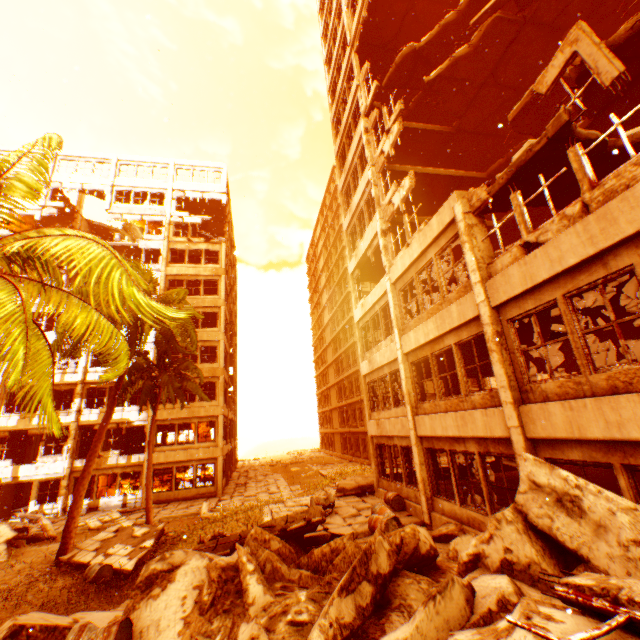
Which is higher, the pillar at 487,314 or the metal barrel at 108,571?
the pillar at 487,314

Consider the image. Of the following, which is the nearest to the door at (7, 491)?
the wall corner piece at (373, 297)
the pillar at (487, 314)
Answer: the wall corner piece at (373, 297)

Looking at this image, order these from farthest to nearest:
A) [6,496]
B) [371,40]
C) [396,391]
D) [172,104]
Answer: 1. [172,104]
2. [6,496]
3. [371,40]
4. [396,391]

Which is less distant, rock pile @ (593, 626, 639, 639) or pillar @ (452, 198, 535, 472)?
rock pile @ (593, 626, 639, 639)

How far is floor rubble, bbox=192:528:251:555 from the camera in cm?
821

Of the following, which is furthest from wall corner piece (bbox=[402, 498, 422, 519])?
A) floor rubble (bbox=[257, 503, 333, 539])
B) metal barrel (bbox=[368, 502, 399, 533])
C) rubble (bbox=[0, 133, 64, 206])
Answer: rubble (bbox=[0, 133, 64, 206])

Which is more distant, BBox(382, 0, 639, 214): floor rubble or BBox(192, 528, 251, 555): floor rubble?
BBox(192, 528, 251, 555): floor rubble

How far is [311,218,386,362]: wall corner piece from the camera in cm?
1496
